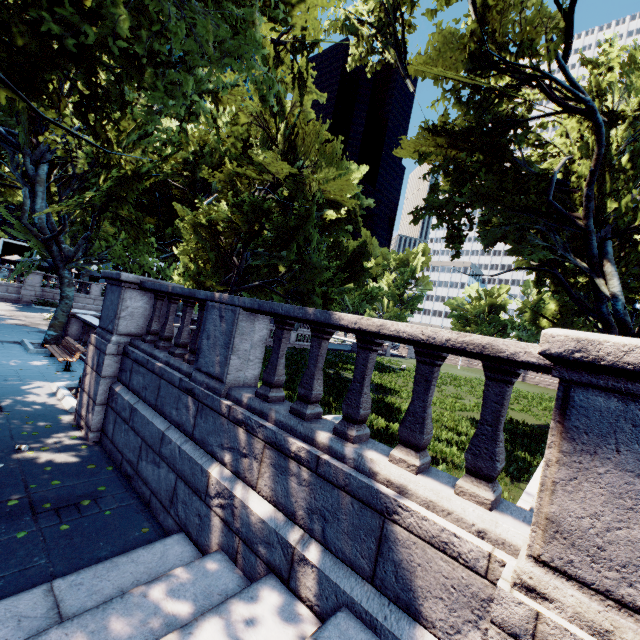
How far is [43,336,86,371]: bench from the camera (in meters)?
11.73

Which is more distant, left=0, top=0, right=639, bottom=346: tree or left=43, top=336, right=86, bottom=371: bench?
left=43, top=336, right=86, bottom=371: bench

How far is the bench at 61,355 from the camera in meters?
11.7

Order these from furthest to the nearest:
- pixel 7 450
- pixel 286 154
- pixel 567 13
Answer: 1. pixel 286 154
2. pixel 567 13
3. pixel 7 450

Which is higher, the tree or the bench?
the tree

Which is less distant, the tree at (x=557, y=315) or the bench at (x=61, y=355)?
the tree at (x=557, y=315)
